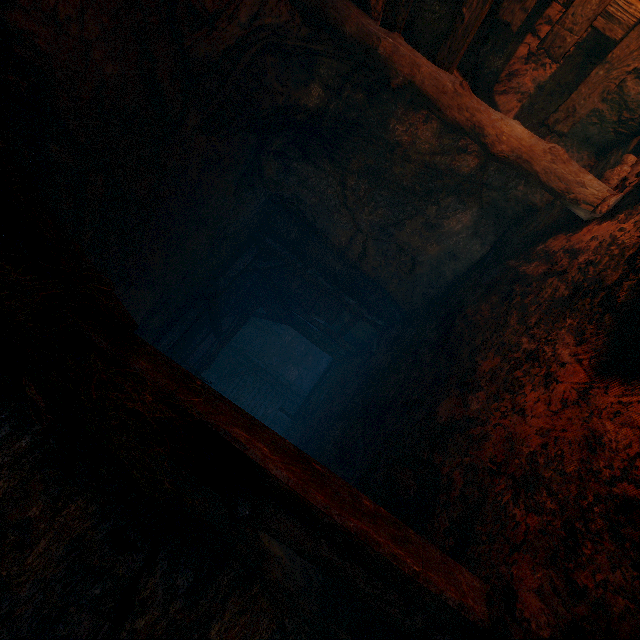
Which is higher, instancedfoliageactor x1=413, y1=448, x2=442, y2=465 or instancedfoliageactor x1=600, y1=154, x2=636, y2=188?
instancedfoliageactor x1=413, y1=448, x2=442, y2=465

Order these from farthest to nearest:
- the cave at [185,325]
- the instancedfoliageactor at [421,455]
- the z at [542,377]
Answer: the cave at [185,325] < the instancedfoliageactor at [421,455] < the z at [542,377]

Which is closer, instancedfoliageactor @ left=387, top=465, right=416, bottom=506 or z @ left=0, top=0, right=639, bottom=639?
z @ left=0, top=0, right=639, bottom=639

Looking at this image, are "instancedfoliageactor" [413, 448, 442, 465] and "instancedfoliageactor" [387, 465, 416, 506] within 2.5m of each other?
yes

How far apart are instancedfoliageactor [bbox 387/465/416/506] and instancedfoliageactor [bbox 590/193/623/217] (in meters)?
3.30

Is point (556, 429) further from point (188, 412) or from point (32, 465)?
point (32, 465)

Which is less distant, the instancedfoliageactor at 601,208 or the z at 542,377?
the z at 542,377

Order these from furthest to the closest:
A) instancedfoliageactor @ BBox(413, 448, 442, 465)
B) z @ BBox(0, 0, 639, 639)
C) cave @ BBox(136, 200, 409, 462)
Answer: cave @ BBox(136, 200, 409, 462) < instancedfoliageactor @ BBox(413, 448, 442, 465) < z @ BBox(0, 0, 639, 639)
